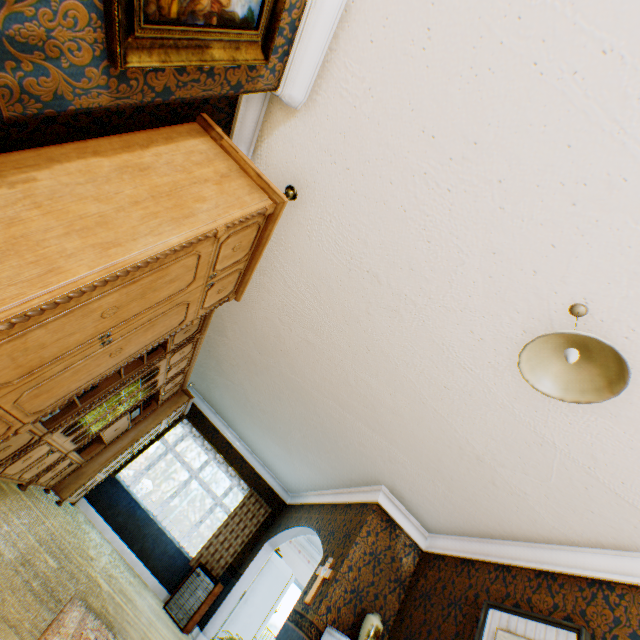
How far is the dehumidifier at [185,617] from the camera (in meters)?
5.97

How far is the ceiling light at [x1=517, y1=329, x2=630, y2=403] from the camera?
1.7 meters

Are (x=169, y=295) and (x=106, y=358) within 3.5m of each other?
yes

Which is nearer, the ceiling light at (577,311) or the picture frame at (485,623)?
the ceiling light at (577,311)

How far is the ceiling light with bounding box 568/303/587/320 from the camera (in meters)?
2.16

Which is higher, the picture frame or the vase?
the picture frame

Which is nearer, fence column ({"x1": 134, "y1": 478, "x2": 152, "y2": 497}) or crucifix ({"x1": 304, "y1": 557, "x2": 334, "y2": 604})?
crucifix ({"x1": 304, "y1": 557, "x2": 334, "y2": 604})

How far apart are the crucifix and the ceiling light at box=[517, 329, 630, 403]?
4.20m
